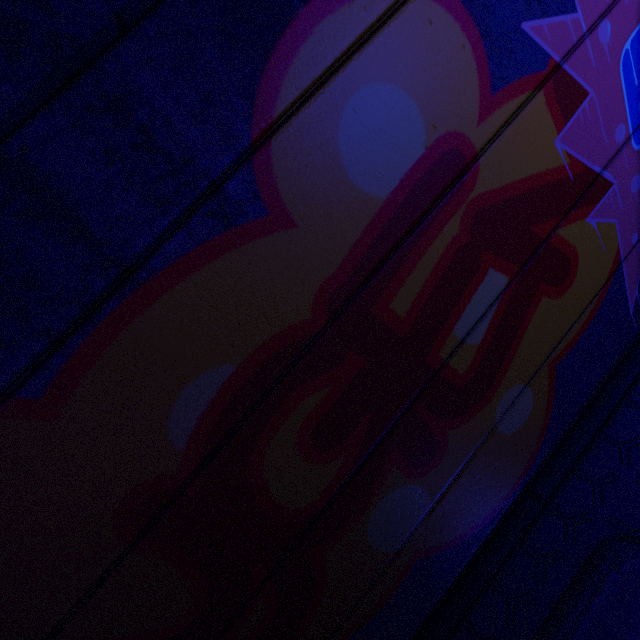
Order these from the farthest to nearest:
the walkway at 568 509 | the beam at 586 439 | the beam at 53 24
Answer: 1. the beam at 586 439
2. the walkway at 568 509
3. the beam at 53 24

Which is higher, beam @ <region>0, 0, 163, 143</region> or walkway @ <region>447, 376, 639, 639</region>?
beam @ <region>0, 0, 163, 143</region>

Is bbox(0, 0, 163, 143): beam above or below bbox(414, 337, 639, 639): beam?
above

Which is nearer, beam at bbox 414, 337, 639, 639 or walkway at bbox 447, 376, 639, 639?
walkway at bbox 447, 376, 639, 639

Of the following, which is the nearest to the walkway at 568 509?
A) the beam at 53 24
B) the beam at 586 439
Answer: the beam at 586 439

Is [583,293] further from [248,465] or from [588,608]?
[248,465]

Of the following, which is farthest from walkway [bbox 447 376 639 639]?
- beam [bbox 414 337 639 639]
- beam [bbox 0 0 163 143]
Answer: beam [bbox 0 0 163 143]
